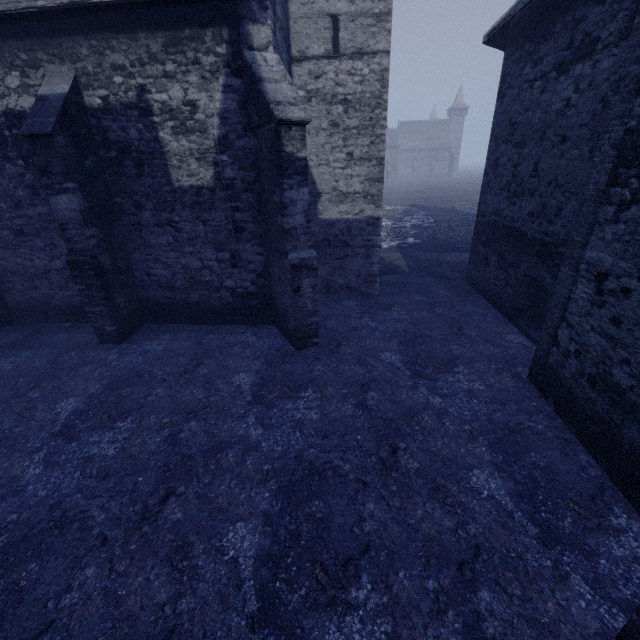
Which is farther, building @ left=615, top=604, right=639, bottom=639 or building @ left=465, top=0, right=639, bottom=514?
building @ left=465, top=0, right=639, bottom=514

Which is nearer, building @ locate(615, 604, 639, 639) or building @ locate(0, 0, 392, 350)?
building @ locate(615, 604, 639, 639)

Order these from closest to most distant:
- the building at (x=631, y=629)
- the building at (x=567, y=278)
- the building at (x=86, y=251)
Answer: the building at (x=631, y=629)
the building at (x=567, y=278)
the building at (x=86, y=251)

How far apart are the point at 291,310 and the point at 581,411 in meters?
5.6

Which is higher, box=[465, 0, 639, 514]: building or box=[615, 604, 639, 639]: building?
box=[465, 0, 639, 514]: building

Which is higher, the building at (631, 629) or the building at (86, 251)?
the building at (86, 251)

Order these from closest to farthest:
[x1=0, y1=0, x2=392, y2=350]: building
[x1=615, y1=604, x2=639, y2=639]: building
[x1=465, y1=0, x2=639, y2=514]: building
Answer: [x1=615, y1=604, x2=639, y2=639]: building
[x1=465, y1=0, x2=639, y2=514]: building
[x1=0, y1=0, x2=392, y2=350]: building
